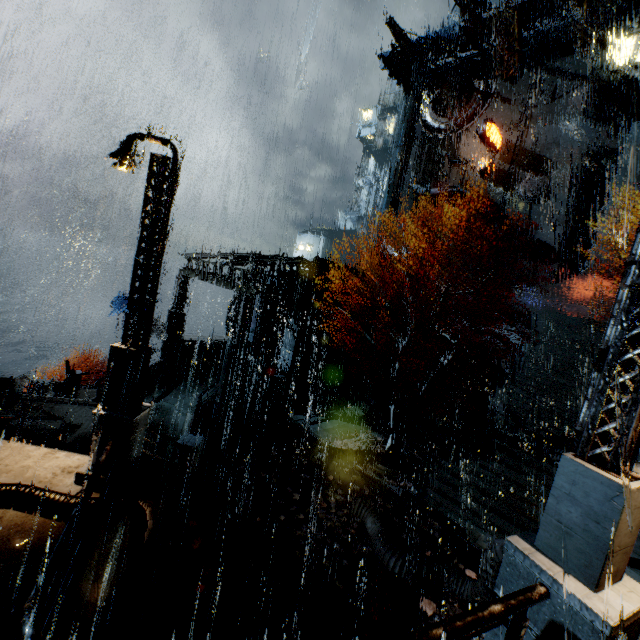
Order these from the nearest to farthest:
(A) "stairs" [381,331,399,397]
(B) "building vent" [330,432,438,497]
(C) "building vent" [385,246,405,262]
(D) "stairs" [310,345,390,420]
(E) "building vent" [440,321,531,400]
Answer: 1. (B) "building vent" [330,432,438,497]
2. (D) "stairs" [310,345,390,420]
3. (A) "stairs" [381,331,399,397]
4. (E) "building vent" [440,321,531,400]
5. (C) "building vent" [385,246,405,262]

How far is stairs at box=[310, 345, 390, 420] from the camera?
23.05m

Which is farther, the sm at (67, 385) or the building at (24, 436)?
the sm at (67, 385)

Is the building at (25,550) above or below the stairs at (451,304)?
below

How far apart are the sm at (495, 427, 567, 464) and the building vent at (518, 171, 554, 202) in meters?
24.3 m

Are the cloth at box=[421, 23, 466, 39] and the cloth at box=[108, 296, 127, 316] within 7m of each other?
no

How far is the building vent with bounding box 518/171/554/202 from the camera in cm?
3033

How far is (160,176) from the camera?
6.59m
